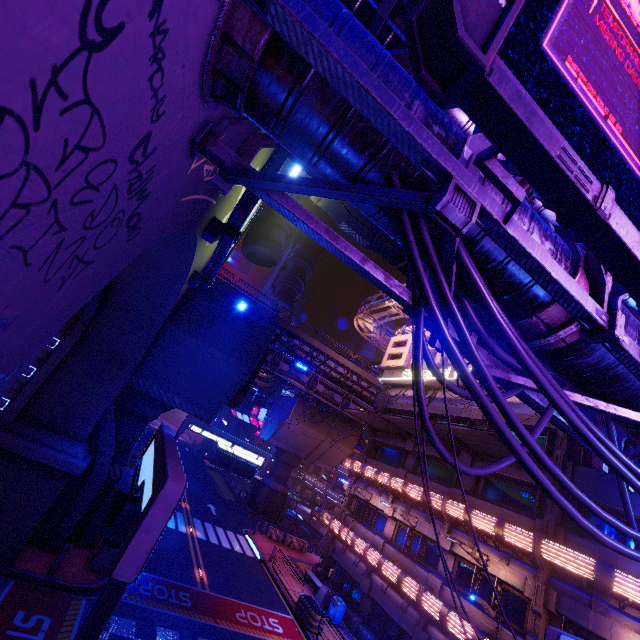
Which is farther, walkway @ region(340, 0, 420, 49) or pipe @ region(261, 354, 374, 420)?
pipe @ region(261, 354, 374, 420)

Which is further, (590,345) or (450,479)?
(450,479)

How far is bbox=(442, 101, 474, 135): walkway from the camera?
4.87m

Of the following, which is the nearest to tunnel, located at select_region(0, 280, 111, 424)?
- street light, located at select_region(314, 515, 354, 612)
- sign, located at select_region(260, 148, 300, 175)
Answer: sign, located at select_region(260, 148, 300, 175)

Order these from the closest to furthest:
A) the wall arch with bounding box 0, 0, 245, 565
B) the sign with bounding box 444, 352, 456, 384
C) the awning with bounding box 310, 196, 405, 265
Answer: the wall arch with bounding box 0, 0, 245, 565
the awning with bounding box 310, 196, 405, 265
the sign with bounding box 444, 352, 456, 384

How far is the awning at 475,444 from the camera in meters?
15.8 m

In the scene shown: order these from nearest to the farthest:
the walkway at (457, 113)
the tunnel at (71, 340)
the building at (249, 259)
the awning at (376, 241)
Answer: the walkway at (457, 113)
the awning at (376, 241)
the tunnel at (71, 340)
the building at (249, 259)
